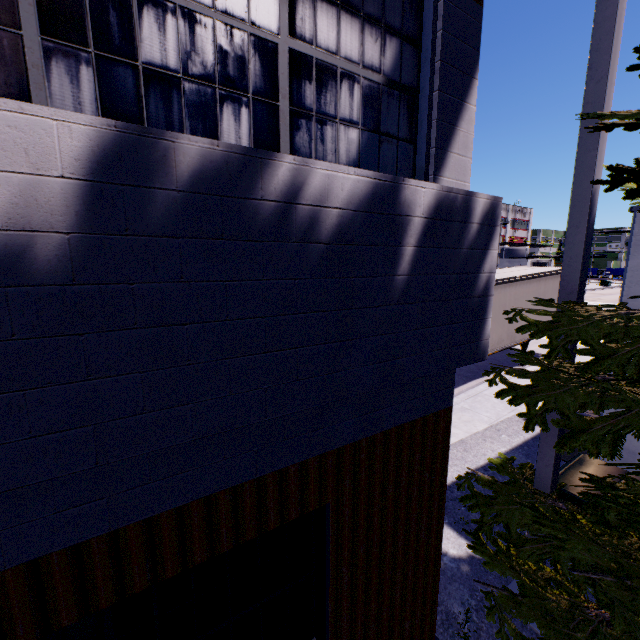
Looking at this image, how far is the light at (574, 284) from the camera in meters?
3.1 m

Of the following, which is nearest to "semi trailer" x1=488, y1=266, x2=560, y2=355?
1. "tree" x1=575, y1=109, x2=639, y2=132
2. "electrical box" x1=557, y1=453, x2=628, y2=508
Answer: "tree" x1=575, y1=109, x2=639, y2=132

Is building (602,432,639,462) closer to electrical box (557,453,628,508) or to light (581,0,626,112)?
electrical box (557,453,628,508)

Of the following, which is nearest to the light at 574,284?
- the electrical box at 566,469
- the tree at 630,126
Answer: the tree at 630,126

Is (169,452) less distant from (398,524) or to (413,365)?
(413,365)

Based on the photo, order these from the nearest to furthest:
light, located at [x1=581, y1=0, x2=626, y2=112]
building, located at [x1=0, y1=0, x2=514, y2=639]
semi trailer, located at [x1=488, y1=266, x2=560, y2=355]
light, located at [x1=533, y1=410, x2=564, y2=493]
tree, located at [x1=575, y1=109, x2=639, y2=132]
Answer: building, located at [x1=0, y1=0, x2=514, y2=639] → tree, located at [x1=575, y1=109, x2=639, y2=132] → light, located at [x1=581, y1=0, x2=626, y2=112] → light, located at [x1=533, y1=410, x2=564, y2=493] → semi trailer, located at [x1=488, y1=266, x2=560, y2=355]

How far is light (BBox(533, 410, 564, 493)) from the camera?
3.6m

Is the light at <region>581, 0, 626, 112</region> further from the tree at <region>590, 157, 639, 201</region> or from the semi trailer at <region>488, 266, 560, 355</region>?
the semi trailer at <region>488, 266, 560, 355</region>
